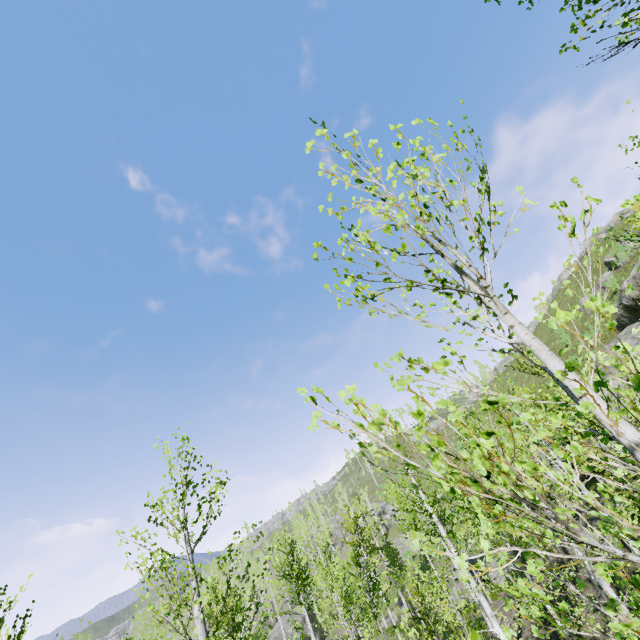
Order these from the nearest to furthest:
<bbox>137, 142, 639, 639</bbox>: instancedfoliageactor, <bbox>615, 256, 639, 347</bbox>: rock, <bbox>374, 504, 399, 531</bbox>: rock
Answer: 1. <bbox>137, 142, 639, 639</bbox>: instancedfoliageactor
2. <bbox>615, 256, 639, 347</bbox>: rock
3. <bbox>374, 504, 399, 531</bbox>: rock

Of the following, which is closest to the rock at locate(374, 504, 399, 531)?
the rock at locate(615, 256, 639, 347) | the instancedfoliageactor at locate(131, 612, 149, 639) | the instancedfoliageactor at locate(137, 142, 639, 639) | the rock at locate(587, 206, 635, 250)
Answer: the rock at locate(587, 206, 635, 250)

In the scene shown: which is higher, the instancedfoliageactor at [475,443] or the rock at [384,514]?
the rock at [384,514]

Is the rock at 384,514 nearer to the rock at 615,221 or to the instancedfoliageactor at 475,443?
the rock at 615,221

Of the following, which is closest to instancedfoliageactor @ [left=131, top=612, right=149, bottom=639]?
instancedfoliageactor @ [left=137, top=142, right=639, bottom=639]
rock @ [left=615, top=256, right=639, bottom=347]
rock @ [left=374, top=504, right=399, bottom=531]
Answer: rock @ [left=374, top=504, right=399, bottom=531]

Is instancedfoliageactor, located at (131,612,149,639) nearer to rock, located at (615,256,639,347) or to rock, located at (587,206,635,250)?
rock, located at (587,206,635,250)

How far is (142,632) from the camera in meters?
36.9
